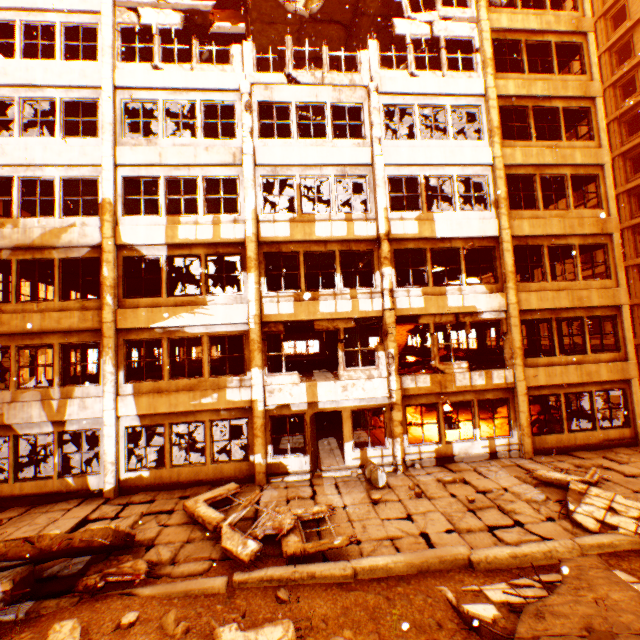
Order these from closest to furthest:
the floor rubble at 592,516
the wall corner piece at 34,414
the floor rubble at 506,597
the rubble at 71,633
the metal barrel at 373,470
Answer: the floor rubble at 506,597 → the rubble at 71,633 → the floor rubble at 592,516 → the metal barrel at 373,470 → the wall corner piece at 34,414

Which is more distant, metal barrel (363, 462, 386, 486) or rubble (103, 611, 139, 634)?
metal barrel (363, 462, 386, 486)

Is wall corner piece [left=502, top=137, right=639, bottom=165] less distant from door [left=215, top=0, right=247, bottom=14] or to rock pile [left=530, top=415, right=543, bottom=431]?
rock pile [left=530, top=415, right=543, bottom=431]

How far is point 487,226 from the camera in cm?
1284

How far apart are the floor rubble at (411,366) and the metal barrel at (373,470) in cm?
909

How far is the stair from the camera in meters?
28.2

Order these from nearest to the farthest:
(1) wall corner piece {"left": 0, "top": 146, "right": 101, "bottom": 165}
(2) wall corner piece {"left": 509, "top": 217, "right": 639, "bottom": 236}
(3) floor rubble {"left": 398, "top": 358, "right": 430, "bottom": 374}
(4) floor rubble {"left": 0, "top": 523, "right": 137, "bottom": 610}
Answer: (4) floor rubble {"left": 0, "top": 523, "right": 137, "bottom": 610}
(1) wall corner piece {"left": 0, "top": 146, "right": 101, "bottom": 165}
(2) wall corner piece {"left": 509, "top": 217, "right": 639, "bottom": 236}
(3) floor rubble {"left": 398, "top": 358, "right": 430, "bottom": 374}

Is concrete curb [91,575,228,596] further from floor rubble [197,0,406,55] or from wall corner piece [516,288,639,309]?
floor rubble [197,0,406,55]
